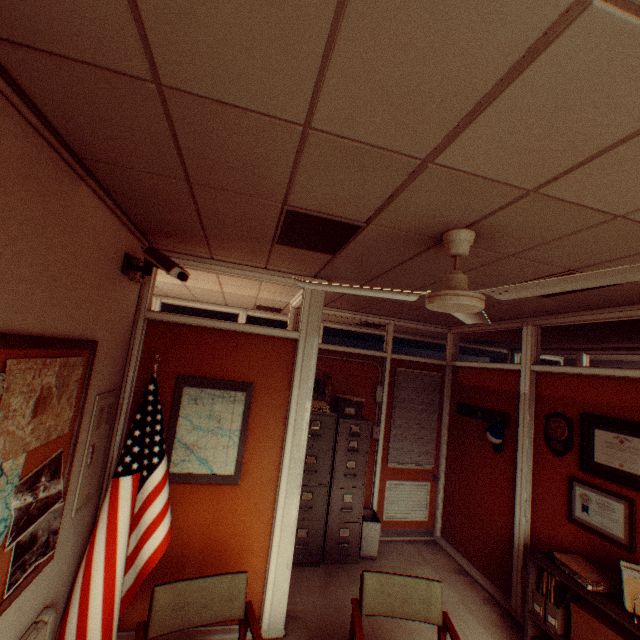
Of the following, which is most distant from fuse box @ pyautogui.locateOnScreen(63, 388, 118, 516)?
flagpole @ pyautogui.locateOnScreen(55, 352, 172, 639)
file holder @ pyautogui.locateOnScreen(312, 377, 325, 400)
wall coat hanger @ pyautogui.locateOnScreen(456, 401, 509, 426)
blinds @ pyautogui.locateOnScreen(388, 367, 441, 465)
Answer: wall coat hanger @ pyautogui.locateOnScreen(456, 401, 509, 426)

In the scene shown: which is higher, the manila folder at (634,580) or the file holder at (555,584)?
the manila folder at (634,580)

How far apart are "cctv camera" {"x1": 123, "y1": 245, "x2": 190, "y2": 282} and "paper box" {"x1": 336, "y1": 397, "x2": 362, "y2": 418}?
2.9m

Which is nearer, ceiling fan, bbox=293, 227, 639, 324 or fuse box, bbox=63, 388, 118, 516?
ceiling fan, bbox=293, 227, 639, 324

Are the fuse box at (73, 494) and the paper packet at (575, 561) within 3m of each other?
no

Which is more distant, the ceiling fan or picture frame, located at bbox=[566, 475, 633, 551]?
picture frame, located at bbox=[566, 475, 633, 551]

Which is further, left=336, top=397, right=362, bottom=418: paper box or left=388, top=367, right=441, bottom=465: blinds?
left=388, top=367, right=441, bottom=465: blinds

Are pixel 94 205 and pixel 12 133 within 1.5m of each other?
yes
